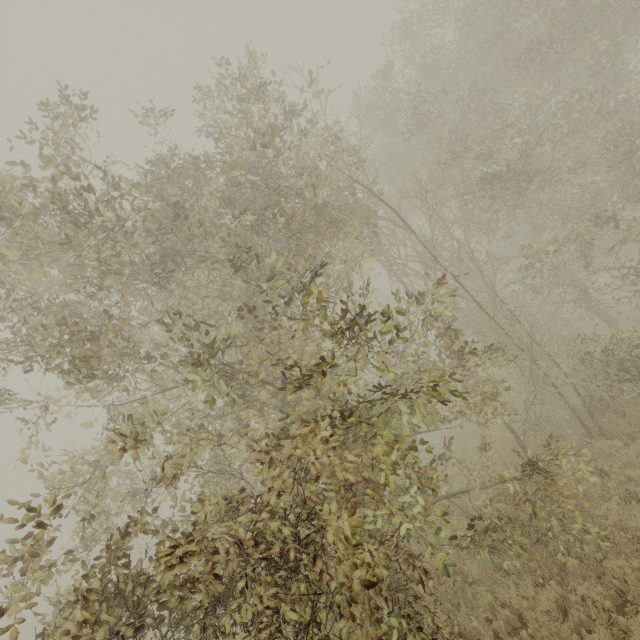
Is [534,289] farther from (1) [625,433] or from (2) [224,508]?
(2) [224,508]
